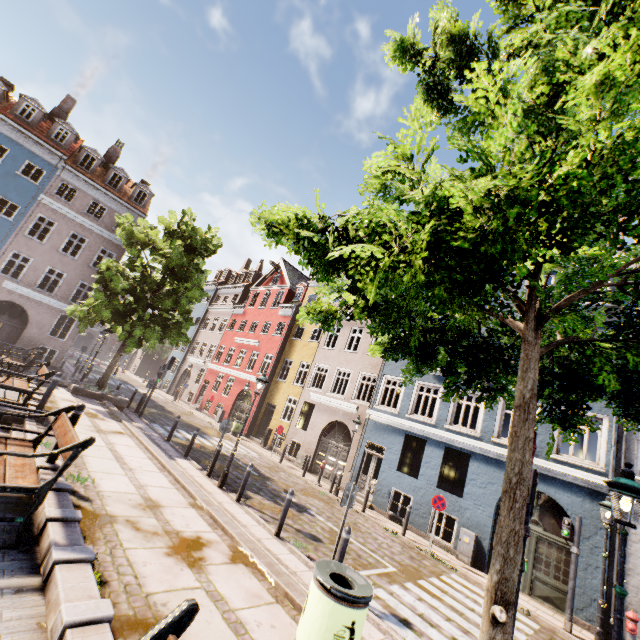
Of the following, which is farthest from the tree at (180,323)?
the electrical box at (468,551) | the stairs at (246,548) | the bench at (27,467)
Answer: the electrical box at (468,551)

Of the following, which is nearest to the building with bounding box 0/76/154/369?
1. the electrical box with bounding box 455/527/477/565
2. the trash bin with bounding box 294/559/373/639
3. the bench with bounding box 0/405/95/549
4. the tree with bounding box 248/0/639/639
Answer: the electrical box with bounding box 455/527/477/565

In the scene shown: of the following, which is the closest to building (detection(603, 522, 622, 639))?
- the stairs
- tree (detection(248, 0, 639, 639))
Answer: tree (detection(248, 0, 639, 639))

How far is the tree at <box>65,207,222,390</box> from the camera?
15.1m

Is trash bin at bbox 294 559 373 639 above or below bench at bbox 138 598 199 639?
below

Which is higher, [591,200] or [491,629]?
[591,200]

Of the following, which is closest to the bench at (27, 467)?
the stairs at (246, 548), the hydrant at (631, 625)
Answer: the stairs at (246, 548)

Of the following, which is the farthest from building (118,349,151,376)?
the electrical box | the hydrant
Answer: the hydrant
